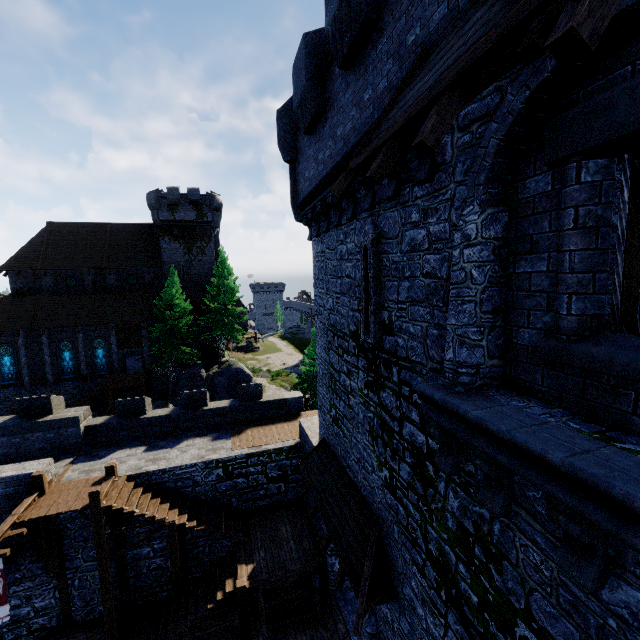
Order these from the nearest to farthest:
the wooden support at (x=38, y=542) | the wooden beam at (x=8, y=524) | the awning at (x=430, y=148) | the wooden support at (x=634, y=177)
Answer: the awning at (x=430, y=148) < the wooden support at (x=634, y=177) < the wooden beam at (x=8, y=524) < the wooden support at (x=38, y=542)

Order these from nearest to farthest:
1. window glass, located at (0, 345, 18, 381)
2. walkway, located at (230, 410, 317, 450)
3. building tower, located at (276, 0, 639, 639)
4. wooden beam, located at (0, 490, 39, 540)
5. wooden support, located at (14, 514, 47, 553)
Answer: building tower, located at (276, 0, 639, 639) → wooden beam, located at (0, 490, 39, 540) → wooden support, located at (14, 514, 47, 553) → walkway, located at (230, 410, 317, 450) → window glass, located at (0, 345, 18, 381)

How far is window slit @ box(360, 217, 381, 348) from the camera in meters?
6.8

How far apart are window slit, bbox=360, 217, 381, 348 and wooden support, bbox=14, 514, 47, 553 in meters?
12.8 m

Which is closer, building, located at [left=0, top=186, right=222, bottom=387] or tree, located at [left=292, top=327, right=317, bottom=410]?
building, located at [left=0, top=186, right=222, bottom=387]

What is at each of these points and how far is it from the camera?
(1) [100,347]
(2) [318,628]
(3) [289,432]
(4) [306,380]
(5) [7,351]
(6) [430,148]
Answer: (1) window glass, 34.1 meters
(2) walkway, 10.5 meters
(3) walkway, 16.3 meters
(4) tree, 39.1 meters
(5) window glass, 31.8 meters
(6) awning, 2.9 meters

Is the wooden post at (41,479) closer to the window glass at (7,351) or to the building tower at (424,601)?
the building tower at (424,601)

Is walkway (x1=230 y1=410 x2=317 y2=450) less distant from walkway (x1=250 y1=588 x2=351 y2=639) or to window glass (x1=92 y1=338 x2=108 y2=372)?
walkway (x1=250 y1=588 x2=351 y2=639)
